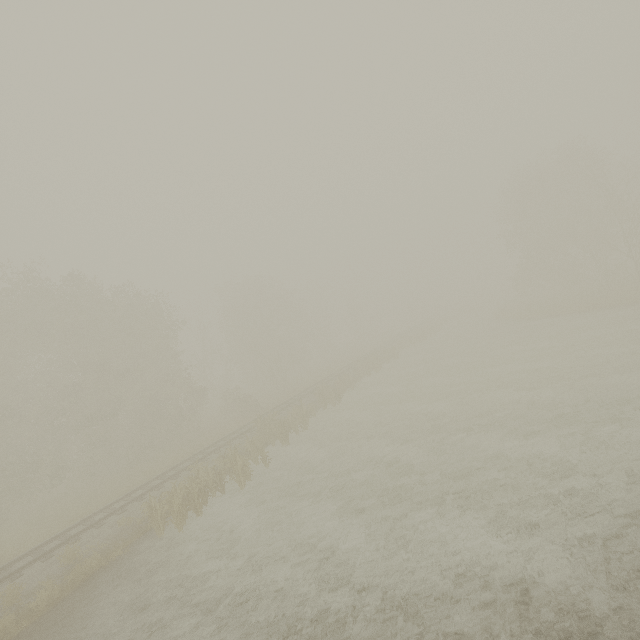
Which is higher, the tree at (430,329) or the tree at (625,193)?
the tree at (625,193)

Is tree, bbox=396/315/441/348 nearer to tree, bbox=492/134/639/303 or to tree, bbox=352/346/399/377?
tree, bbox=352/346/399/377

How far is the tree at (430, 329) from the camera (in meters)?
42.75

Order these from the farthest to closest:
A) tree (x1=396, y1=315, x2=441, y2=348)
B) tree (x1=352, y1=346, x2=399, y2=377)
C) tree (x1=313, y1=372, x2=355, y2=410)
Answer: tree (x1=396, y1=315, x2=441, y2=348) < tree (x1=352, y1=346, x2=399, y2=377) < tree (x1=313, y1=372, x2=355, y2=410)

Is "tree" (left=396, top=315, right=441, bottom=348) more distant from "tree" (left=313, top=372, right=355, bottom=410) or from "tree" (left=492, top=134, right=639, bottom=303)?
"tree" (left=313, top=372, right=355, bottom=410)

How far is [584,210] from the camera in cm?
4169

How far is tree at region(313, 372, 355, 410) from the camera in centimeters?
2541cm
